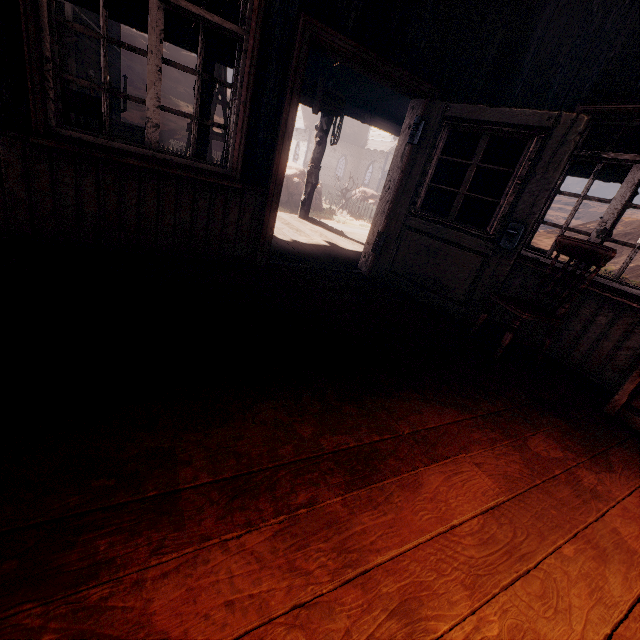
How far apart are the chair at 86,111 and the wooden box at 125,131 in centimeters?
1338cm

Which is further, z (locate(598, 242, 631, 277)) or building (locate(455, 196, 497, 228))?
z (locate(598, 242, 631, 277))

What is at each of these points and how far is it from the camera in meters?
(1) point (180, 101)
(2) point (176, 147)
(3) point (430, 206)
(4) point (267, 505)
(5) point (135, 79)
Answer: (1) z, 46.2 m
(2) fence, 27.3 m
(3) building, 4.6 m
(4) building, 1.2 m
(5) z, 44.4 m

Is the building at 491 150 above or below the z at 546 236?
above

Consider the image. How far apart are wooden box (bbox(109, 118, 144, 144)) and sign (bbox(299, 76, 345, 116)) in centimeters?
1288cm

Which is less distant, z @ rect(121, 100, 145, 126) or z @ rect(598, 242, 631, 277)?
z @ rect(598, 242, 631, 277)

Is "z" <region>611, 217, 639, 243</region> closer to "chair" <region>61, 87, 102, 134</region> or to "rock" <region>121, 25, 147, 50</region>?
"chair" <region>61, 87, 102, 134</region>

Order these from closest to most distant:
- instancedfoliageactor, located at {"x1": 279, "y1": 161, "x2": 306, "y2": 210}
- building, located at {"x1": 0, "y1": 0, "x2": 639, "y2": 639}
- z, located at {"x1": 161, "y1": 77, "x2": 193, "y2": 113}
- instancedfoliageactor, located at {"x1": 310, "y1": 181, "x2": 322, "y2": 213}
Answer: building, located at {"x1": 0, "y1": 0, "x2": 639, "y2": 639}
instancedfoliageactor, located at {"x1": 279, "y1": 161, "x2": 306, "y2": 210}
instancedfoliageactor, located at {"x1": 310, "y1": 181, "x2": 322, "y2": 213}
z, located at {"x1": 161, "y1": 77, "x2": 193, "y2": 113}
